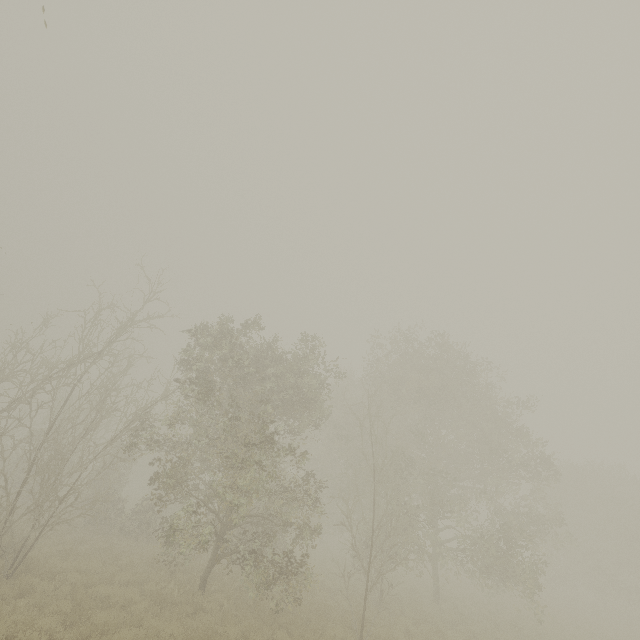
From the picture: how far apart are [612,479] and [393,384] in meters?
25.5 m
